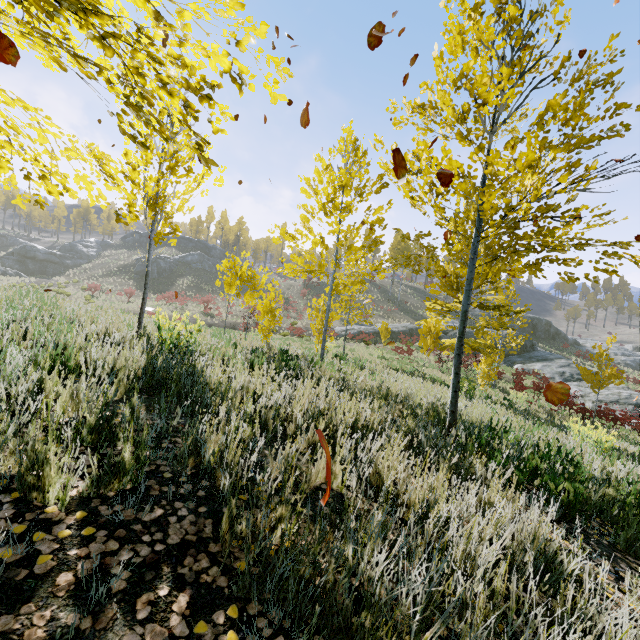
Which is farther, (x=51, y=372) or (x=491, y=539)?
(x=51, y=372)

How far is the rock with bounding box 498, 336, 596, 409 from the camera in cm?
2262

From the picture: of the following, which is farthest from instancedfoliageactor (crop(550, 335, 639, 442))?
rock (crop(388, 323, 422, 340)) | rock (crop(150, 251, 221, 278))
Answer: rock (crop(150, 251, 221, 278))

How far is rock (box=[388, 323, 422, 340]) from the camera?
35.72m

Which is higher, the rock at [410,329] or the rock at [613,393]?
the rock at [410,329]

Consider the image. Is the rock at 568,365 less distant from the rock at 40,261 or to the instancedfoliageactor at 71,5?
the instancedfoliageactor at 71,5

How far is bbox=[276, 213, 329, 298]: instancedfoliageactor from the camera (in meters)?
6.83

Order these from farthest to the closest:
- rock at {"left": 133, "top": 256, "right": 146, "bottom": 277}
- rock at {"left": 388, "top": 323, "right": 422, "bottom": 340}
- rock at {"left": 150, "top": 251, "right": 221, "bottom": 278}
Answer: rock at {"left": 150, "top": 251, "right": 221, "bottom": 278} < rock at {"left": 133, "top": 256, "right": 146, "bottom": 277} < rock at {"left": 388, "top": 323, "right": 422, "bottom": 340}
